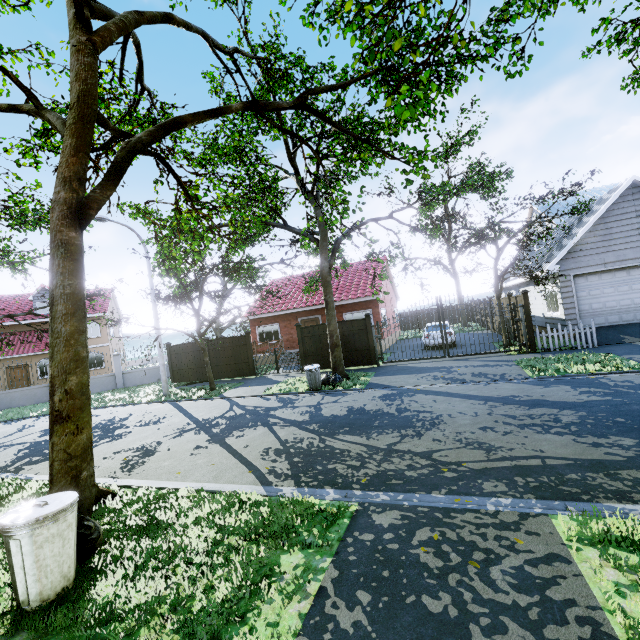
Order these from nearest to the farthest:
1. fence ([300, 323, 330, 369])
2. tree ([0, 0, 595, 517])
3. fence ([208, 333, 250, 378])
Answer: tree ([0, 0, 595, 517]), fence ([300, 323, 330, 369]), fence ([208, 333, 250, 378])

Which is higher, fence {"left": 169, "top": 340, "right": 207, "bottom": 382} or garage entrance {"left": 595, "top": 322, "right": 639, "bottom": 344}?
fence {"left": 169, "top": 340, "right": 207, "bottom": 382}

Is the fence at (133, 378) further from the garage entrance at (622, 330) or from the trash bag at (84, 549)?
the trash bag at (84, 549)

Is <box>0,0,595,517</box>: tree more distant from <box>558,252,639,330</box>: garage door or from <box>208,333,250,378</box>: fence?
<box>558,252,639,330</box>: garage door

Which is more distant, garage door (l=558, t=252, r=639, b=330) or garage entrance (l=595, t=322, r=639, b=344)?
garage door (l=558, t=252, r=639, b=330)

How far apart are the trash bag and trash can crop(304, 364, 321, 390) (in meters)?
8.65

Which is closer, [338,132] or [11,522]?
[11,522]

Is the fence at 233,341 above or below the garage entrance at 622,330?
above
